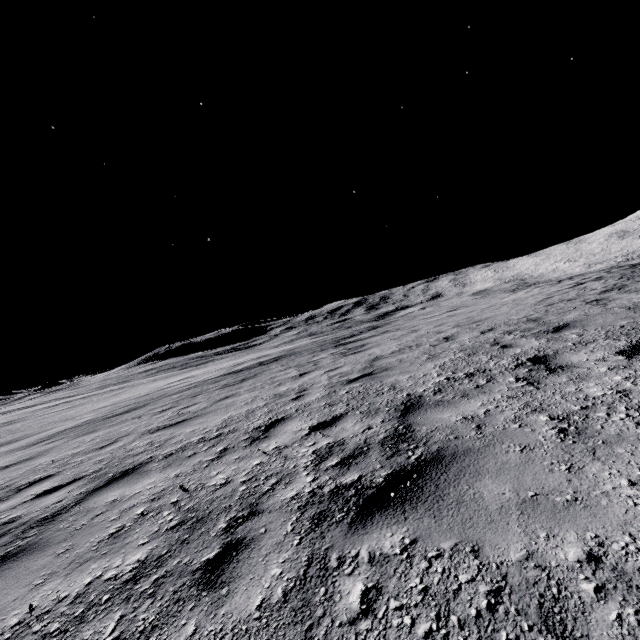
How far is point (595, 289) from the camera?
10.90m
